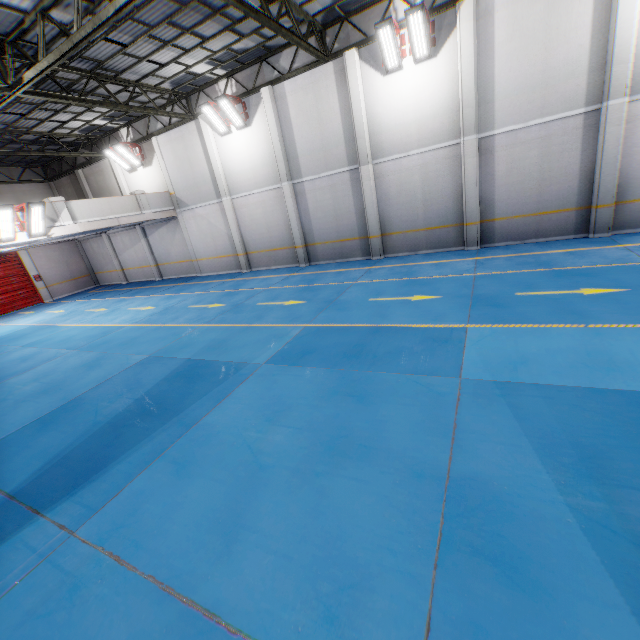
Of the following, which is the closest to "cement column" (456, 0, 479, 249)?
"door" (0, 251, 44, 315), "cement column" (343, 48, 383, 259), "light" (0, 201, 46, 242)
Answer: "cement column" (343, 48, 383, 259)

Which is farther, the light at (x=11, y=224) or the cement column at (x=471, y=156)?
the light at (x=11, y=224)

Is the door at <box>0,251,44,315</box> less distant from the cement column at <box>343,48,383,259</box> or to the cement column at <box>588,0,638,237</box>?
the cement column at <box>343,48,383,259</box>

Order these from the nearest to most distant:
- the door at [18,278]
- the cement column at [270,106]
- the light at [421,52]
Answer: the light at [421,52]
the cement column at [270,106]
the door at [18,278]

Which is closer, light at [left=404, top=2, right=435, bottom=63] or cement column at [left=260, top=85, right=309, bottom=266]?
light at [left=404, top=2, right=435, bottom=63]

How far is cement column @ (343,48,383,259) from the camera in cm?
1227

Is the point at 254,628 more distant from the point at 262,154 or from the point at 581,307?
the point at 262,154

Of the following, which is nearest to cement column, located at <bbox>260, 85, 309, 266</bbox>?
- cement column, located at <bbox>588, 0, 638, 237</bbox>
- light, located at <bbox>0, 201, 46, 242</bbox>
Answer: light, located at <bbox>0, 201, 46, 242</bbox>
